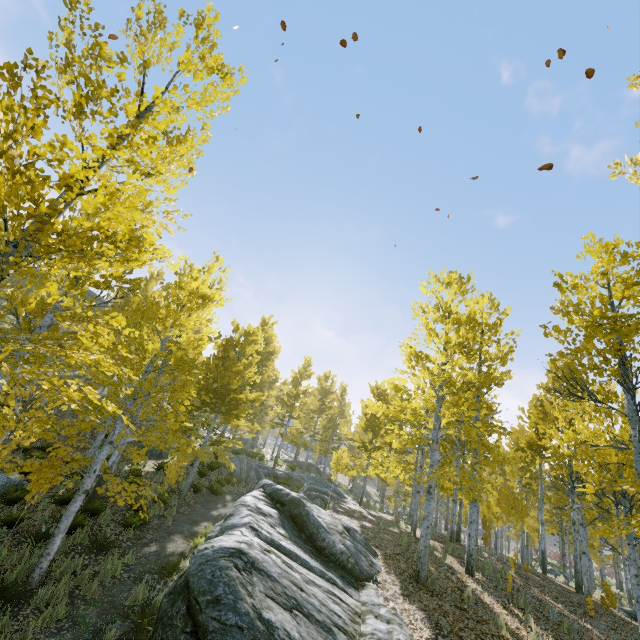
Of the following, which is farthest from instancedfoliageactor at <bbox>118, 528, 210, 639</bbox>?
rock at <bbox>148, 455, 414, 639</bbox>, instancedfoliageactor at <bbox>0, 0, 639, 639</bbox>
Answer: instancedfoliageactor at <bbox>0, 0, 639, 639</bbox>

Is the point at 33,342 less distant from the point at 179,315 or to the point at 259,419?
the point at 179,315

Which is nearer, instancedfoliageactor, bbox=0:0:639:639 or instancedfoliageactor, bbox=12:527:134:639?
instancedfoliageactor, bbox=0:0:639:639

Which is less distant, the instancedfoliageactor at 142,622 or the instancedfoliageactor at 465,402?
the instancedfoliageactor at 465,402

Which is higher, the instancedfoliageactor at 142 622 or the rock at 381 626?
the rock at 381 626

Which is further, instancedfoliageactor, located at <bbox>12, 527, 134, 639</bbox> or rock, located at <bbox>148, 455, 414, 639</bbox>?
instancedfoliageactor, located at <bbox>12, 527, 134, 639</bbox>

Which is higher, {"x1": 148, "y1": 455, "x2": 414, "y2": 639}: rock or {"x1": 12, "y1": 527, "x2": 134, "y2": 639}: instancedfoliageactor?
{"x1": 148, "y1": 455, "x2": 414, "y2": 639}: rock

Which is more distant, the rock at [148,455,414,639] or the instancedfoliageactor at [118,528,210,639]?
the instancedfoliageactor at [118,528,210,639]
